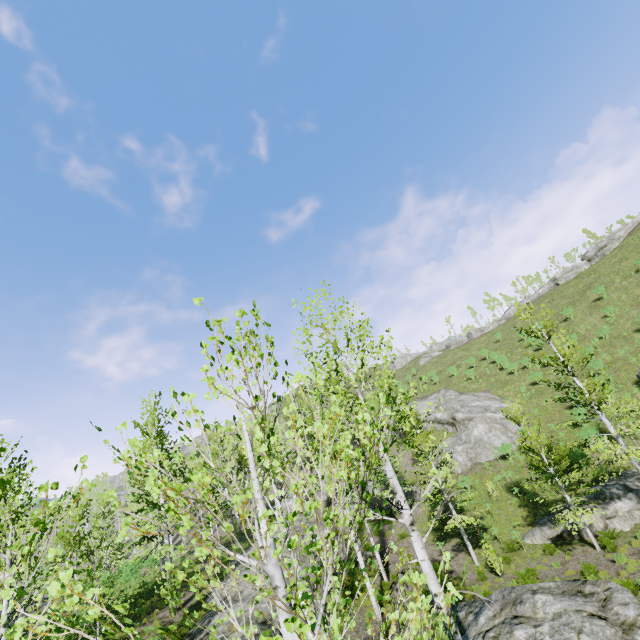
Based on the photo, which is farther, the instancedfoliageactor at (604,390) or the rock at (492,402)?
the rock at (492,402)

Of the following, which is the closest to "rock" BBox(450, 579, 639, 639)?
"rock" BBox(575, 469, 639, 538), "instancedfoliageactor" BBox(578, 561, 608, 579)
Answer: "instancedfoliageactor" BBox(578, 561, 608, 579)

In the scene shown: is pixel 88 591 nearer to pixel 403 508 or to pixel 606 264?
pixel 403 508

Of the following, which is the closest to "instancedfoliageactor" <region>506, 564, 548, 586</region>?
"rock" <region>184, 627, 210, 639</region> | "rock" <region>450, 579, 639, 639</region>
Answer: "rock" <region>450, 579, 639, 639</region>

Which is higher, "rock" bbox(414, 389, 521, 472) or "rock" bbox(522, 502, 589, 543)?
"rock" bbox(414, 389, 521, 472)

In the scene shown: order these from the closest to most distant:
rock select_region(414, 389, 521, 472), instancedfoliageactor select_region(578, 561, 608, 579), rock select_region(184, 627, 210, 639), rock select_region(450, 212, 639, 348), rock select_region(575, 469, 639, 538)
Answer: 1. instancedfoliageactor select_region(578, 561, 608, 579)
2. rock select_region(184, 627, 210, 639)
3. rock select_region(575, 469, 639, 538)
4. rock select_region(414, 389, 521, 472)
5. rock select_region(450, 212, 639, 348)

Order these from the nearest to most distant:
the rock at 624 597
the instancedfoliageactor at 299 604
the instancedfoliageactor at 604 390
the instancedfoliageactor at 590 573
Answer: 1. the instancedfoliageactor at 299 604
2. the rock at 624 597
3. the instancedfoliageactor at 590 573
4. the instancedfoliageactor at 604 390

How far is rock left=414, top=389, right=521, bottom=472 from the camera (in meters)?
28.81
